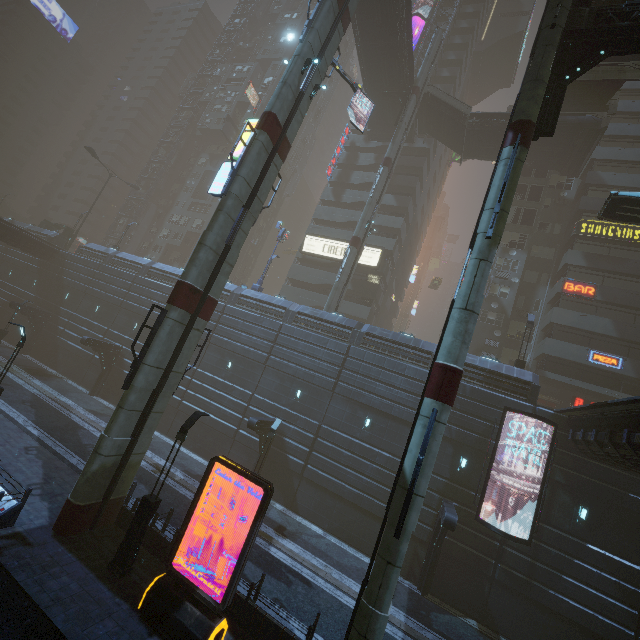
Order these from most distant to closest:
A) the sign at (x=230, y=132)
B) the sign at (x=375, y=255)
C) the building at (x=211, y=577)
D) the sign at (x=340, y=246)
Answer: the sign at (x=230, y=132), the sign at (x=340, y=246), the sign at (x=375, y=255), the building at (x=211, y=577)

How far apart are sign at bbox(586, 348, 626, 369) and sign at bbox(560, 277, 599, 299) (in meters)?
4.39

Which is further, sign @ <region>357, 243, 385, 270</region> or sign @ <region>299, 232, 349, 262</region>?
sign @ <region>299, 232, 349, 262</region>

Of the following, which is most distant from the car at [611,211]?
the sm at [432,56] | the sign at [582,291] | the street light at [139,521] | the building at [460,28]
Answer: the street light at [139,521]

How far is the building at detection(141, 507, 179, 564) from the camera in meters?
12.3 m

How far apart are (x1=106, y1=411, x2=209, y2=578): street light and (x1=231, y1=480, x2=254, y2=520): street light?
6.7 meters

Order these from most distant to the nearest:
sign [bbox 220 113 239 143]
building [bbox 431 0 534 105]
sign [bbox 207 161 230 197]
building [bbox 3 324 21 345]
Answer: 1. sign [bbox 220 113 239 143]
2. building [bbox 431 0 534 105]
3. building [bbox 3 324 21 345]
4. sign [bbox 207 161 230 197]

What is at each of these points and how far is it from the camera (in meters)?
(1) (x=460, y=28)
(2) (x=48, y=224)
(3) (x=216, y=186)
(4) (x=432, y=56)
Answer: (1) building, 45.66
(2) building, 46.31
(3) sign, 15.64
(4) sm, 34.12
